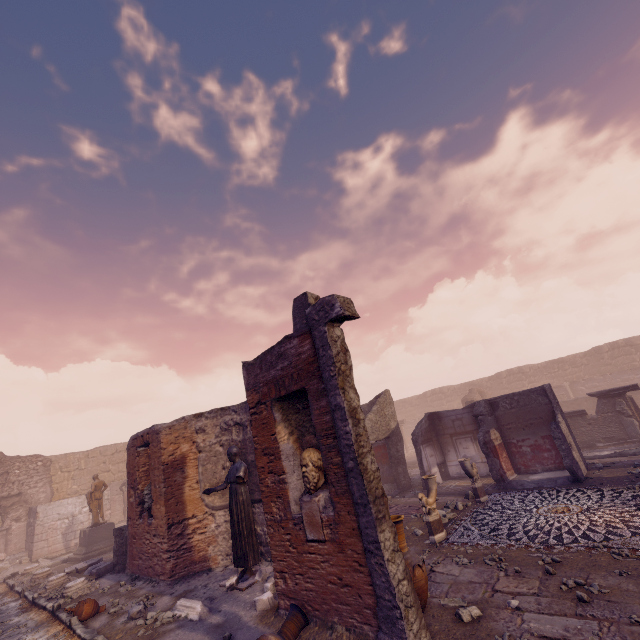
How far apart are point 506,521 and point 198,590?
7.3 meters

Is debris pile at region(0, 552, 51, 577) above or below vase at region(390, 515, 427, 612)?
below

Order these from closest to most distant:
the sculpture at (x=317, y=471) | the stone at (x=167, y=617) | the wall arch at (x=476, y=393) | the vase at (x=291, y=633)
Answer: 1. the vase at (x=291, y=633)
2. the sculpture at (x=317, y=471)
3. the stone at (x=167, y=617)
4. the wall arch at (x=476, y=393)

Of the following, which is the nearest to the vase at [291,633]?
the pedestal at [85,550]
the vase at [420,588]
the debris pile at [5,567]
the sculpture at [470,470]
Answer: the vase at [420,588]

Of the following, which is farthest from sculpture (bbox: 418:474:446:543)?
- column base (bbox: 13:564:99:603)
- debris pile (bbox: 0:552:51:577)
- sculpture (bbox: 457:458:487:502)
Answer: debris pile (bbox: 0:552:51:577)

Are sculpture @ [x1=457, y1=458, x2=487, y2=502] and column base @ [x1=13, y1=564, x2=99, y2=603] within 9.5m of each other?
no

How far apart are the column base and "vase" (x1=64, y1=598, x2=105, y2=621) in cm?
417

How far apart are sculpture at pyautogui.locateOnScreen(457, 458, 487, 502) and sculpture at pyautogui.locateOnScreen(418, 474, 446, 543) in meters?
1.9 m
